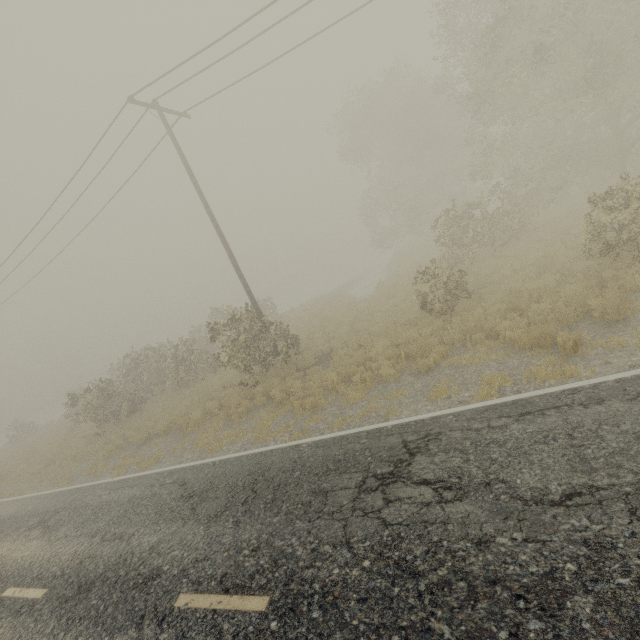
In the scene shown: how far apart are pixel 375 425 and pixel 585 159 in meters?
20.1
